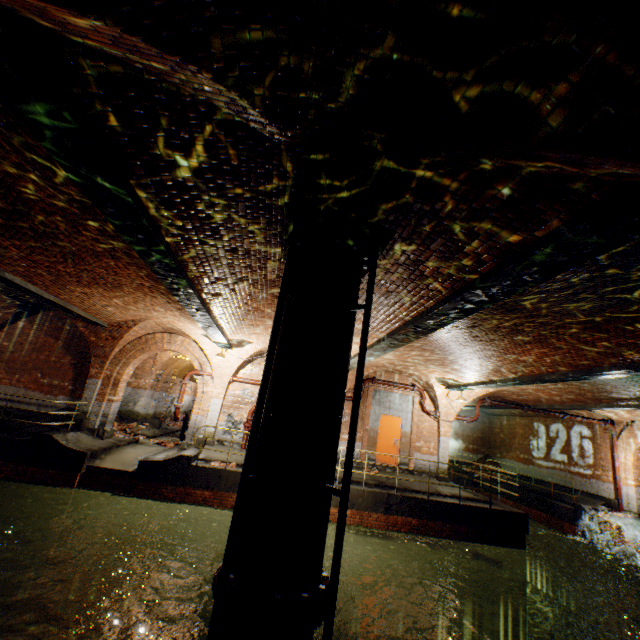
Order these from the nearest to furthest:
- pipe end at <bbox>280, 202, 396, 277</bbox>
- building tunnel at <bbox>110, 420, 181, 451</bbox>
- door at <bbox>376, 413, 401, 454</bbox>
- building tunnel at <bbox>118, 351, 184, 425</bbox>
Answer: pipe end at <bbox>280, 202, 396, 277</bbox> < building tunnel at <bbox>110, 420, 181, 451</bbox> < door at <bbox>376, 413, 401, 454</bbox> < building tunnel at <bbox>118, 351, 184, 425</bbox>

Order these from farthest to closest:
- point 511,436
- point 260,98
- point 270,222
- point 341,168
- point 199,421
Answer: point 511,436, point 199,421, point 270,222, point 341,168, point 260,98

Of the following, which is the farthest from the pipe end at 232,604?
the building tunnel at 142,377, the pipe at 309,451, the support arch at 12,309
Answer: the support arch at 12,309

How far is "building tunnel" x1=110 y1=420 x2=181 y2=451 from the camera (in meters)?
13.59

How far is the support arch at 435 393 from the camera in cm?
1433

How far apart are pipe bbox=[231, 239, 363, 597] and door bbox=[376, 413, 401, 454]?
10.88m

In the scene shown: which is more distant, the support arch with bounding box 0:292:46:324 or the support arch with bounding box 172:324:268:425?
the support arch with bounding box 172:324:268:425

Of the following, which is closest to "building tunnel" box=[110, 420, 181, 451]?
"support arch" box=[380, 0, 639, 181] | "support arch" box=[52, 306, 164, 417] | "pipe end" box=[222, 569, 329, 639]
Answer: "support arch" box=[52, 306, 164, 417]
